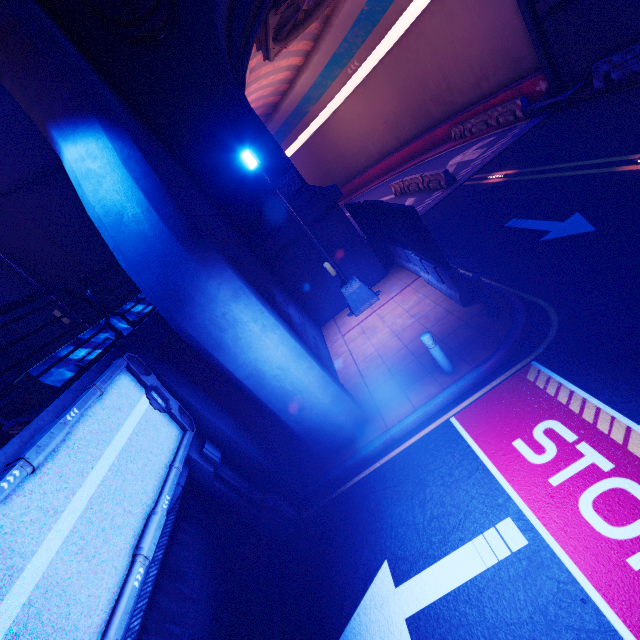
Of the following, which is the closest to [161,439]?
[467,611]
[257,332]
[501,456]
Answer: [257,332]

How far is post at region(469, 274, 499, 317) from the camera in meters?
6.7 m

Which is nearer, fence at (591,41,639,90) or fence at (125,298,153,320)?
fence at (125,298,153,320)

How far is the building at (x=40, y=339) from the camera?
10.43m

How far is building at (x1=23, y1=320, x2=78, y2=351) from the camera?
10.4m

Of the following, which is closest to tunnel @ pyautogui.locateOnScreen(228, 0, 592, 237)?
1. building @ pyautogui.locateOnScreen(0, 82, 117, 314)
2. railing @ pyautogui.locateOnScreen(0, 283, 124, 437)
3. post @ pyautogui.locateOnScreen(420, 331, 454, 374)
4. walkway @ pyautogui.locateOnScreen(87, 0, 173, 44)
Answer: walkway @ pyautogui.locateOnScreen(87, 0, 173, 44)

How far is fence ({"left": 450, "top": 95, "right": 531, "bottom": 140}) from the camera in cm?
1664

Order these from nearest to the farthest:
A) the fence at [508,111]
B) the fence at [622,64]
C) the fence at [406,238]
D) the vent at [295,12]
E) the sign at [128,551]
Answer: the sign at [128,551], the fence at [406,238], the fence at [622,64], the vent at [295,12], the fence at [508,111]
